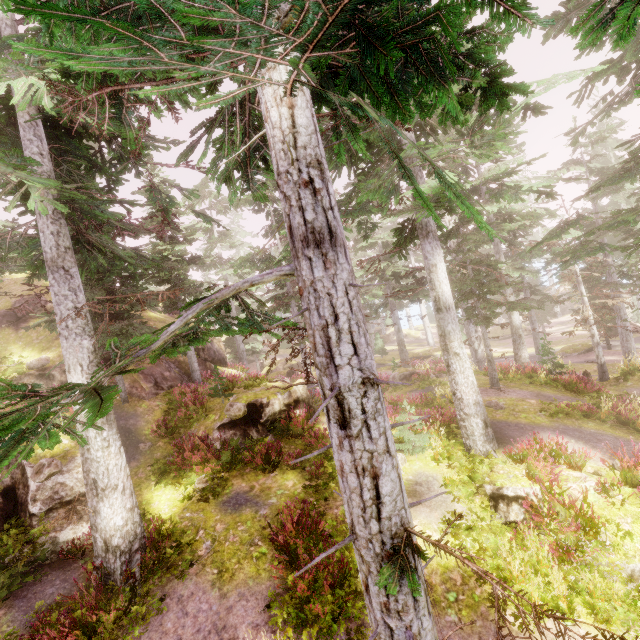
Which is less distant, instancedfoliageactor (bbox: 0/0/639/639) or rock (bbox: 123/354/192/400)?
instancedfoliageactor (bbox: 0/0/639/639)

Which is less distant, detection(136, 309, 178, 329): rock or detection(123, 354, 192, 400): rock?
detection(123, 354, 192, 400): rock

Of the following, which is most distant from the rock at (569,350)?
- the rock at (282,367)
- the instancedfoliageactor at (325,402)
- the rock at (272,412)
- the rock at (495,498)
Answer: the rock at (272,412)

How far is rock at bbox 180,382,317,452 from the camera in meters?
12.9 m

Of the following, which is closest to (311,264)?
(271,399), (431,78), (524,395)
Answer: (431,78)

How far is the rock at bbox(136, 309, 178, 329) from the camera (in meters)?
23.64

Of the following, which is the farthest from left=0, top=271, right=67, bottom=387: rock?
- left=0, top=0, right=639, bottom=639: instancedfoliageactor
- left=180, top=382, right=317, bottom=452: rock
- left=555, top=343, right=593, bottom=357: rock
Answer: left=555, top=343, right=593, bottom=357: rock

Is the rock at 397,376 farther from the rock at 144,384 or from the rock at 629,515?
the rock at 629,515
